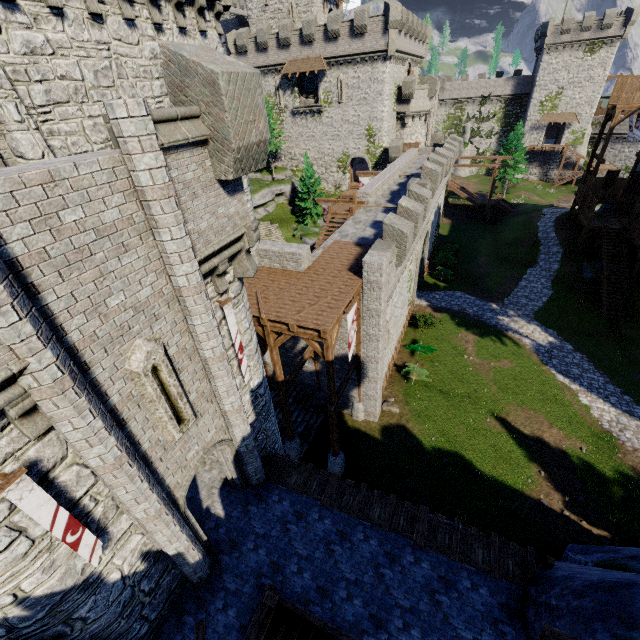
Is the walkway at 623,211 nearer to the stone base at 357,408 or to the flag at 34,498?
the stone base at 357,408

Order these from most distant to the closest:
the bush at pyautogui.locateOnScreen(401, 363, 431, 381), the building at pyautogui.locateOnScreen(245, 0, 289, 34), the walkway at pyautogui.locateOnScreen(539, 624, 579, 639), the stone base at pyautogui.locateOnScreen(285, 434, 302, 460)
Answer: the building at pyautogui.locateOnScreen(245, 0, 289, 34) < the bush at pyautogui.locateOnScreen(401, 363, 431, 381) < the stone base at pyautogui.locateOnScreen(285, 434, 302, 460) < the walkway at pyautogui.locateOnScreen(539, 624, 579, 639)

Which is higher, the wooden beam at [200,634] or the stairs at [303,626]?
the wooden beam at [200,634]

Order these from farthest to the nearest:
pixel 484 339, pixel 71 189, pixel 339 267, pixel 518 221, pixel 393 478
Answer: pixel 518 221, pixel 484 339, pixel 393 478, pixel 339 267, pixel 71 189

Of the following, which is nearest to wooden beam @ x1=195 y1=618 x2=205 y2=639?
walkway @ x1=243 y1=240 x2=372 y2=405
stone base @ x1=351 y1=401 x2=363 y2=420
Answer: walkway @ x1=243 y1=240 x2=372 y2=405

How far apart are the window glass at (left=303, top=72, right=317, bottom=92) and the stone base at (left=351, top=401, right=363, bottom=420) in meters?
39.1 m

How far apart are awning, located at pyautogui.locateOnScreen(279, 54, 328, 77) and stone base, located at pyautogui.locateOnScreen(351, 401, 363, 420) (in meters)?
36.98

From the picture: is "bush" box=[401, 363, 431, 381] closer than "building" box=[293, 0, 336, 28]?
Yes
